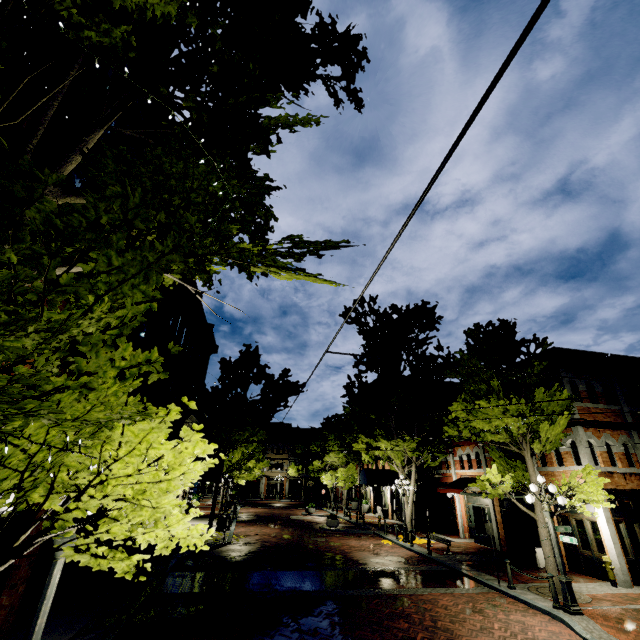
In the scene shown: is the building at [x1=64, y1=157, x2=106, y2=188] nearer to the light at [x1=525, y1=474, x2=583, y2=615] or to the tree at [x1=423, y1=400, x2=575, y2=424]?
the tree at [x1=423, y1=400, x2=575, y2=424]

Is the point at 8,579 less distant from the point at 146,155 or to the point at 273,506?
the point at 146,155

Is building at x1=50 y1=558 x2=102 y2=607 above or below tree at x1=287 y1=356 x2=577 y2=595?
below

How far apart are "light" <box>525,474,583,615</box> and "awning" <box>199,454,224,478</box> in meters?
13.0 m

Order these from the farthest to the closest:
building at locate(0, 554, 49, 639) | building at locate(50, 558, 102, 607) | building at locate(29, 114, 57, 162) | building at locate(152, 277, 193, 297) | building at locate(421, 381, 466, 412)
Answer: building at locate(421, 381, 466, 412) < building at locate(152, 277, 193, 297) < building at locate(50, 558, 102, 607) < building at locate(0, 554, 49, 639) < building at locate(29, 114, 57, 162)

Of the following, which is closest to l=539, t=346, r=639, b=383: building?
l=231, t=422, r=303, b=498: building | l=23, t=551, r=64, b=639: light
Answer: l=23, t=551, r=64, b=639: light

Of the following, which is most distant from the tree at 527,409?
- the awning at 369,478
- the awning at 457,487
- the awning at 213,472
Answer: the awning at 457,487

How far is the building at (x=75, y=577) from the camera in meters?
9.2 m
